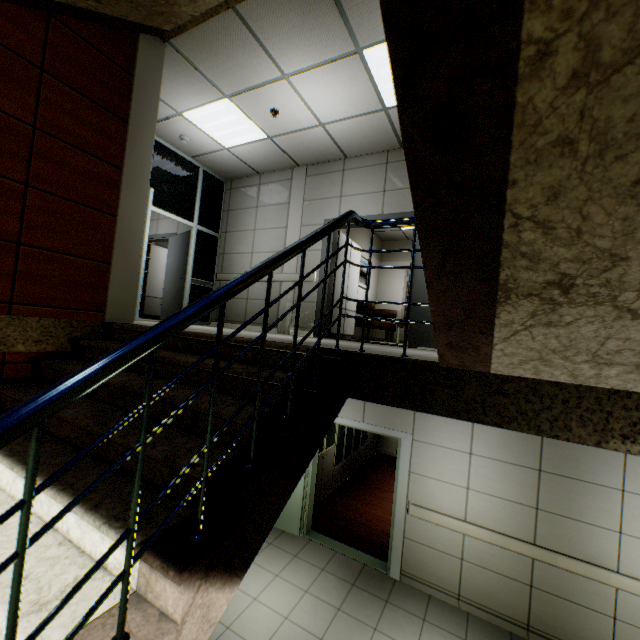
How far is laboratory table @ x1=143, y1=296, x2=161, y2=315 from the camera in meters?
9.1 m

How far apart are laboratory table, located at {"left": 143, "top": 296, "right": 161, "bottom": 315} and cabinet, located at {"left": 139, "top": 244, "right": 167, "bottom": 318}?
0.0m

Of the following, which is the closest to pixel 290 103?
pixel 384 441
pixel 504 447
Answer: pixel 504 447

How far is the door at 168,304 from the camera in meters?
7.0

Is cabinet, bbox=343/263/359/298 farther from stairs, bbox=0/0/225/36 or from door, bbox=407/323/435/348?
stairs, bbox=0/0/225/36

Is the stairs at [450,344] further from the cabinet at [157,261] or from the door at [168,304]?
the cabinet at [157,261]

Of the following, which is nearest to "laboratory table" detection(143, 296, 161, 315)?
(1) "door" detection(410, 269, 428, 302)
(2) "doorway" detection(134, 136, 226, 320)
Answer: (2) "doorway" detection(134, 136, 226, 320)

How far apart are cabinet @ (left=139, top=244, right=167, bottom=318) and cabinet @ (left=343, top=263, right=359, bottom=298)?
5.32m
